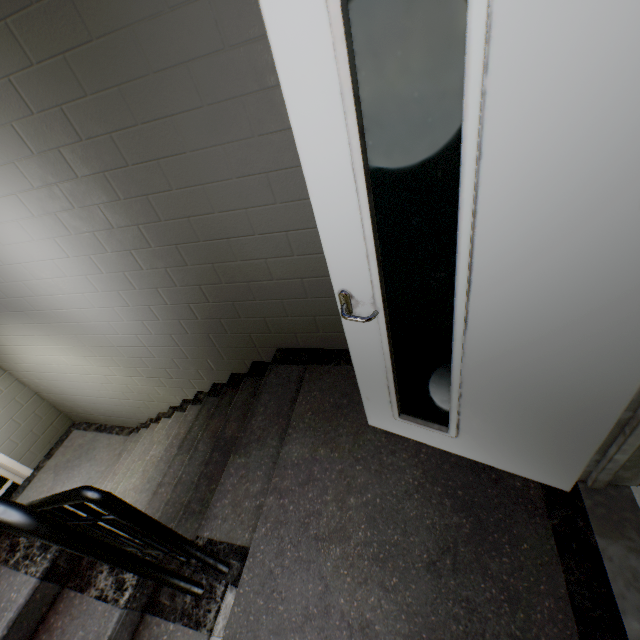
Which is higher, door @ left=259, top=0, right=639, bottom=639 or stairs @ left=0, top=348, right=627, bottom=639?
door @ left=259, top=0, right=639, bottom=639

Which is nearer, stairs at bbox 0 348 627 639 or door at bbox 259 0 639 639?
door at bbox 259 0 639 639

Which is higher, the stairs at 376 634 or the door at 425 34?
the door at 425 34

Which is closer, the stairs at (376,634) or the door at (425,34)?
the door at (425,34)

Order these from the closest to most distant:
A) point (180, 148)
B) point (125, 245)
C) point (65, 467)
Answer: point (180, 148) < point (125, 245) < point (65, 467)
